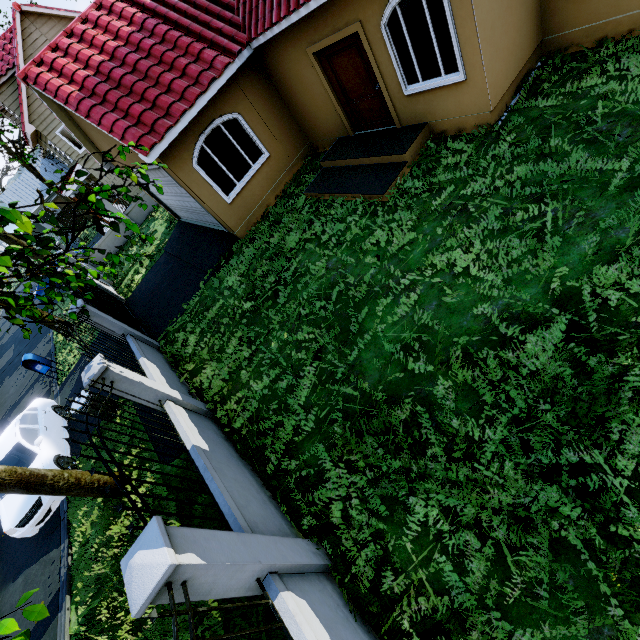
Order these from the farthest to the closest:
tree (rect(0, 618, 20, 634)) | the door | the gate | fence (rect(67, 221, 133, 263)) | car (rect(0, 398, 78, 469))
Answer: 1. fence (rect(67, 221, 133, 263))
2. the gate
3. car (rect(0, 398, 78, 469))
4. the door
5. tree (rect(0, 618, 20, 634))

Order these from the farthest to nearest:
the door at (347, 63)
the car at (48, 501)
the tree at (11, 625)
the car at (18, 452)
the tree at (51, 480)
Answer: the car at (18, 452) < the car at (48, 501) < the door at (347, 63) < the tree at (51, 480) < the tree at (11, 625)

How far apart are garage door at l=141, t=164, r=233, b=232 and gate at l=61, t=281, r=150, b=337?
4.00m

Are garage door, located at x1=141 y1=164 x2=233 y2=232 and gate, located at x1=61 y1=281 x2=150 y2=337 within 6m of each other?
yes

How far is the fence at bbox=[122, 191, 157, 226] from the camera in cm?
1847

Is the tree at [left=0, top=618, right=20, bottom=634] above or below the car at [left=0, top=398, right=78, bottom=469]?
above

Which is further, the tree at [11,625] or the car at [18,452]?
the car at [18,452]

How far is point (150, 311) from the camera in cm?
1146
